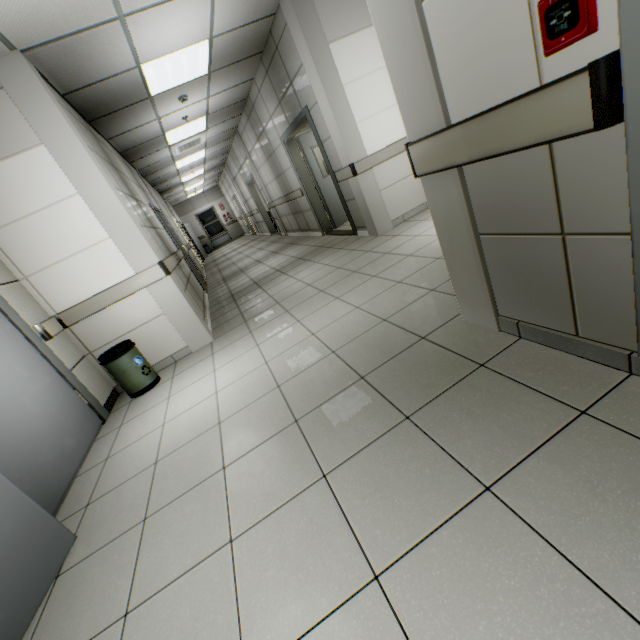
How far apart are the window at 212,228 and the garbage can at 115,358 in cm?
1834

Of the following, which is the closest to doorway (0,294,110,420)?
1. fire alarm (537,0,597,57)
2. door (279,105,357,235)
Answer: fire alarm (537,0,597,57)

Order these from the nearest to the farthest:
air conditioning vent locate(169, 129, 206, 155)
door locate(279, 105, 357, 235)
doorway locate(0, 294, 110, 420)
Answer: doorway locate(0, 294, 110, 420)
door locate(279, 105, 357, 235)
air conditioning vent locate(169, 129, 206, 155)

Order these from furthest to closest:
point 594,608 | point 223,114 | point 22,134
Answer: point 223,114, point 22,134, point 594,608

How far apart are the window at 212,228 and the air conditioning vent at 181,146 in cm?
1218

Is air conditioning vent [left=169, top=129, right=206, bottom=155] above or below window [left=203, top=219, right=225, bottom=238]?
above

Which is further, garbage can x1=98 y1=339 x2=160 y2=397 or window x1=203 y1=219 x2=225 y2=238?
window x1=203 y1=219 x2=225 y2=238

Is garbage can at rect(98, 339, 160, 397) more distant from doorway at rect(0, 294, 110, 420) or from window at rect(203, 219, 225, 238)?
Answer: window at rect(203, 219, 225, 238)
